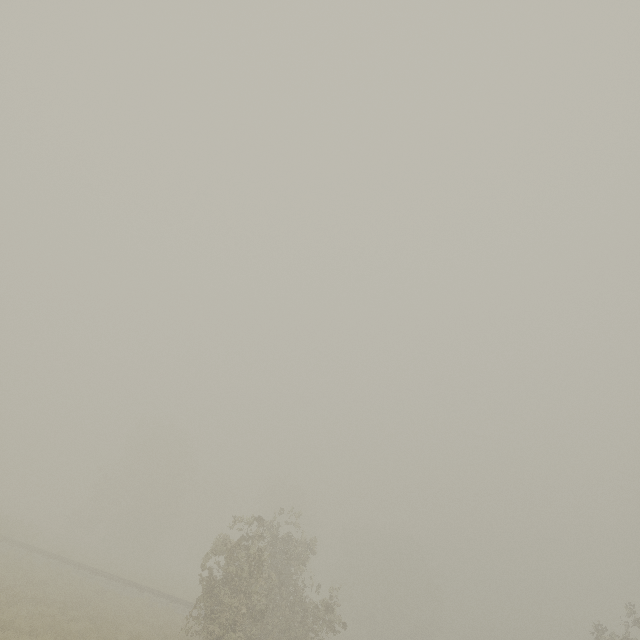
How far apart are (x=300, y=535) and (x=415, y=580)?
20.8m
